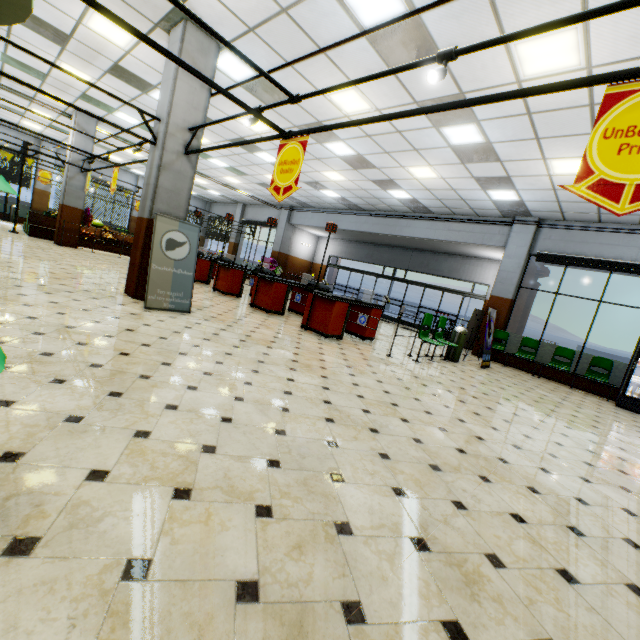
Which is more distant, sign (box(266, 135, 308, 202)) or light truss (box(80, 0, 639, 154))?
sign (box(266, 135, 308, 202))

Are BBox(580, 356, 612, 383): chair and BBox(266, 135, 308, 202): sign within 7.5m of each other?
no

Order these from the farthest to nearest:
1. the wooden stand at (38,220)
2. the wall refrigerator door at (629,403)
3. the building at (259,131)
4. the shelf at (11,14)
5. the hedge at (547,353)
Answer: the wooden stand at (38,220) < the hedge at (547,353) < the wall refrigerator door at (629,403) < the building at (259,131) < the shelf at (11,14)

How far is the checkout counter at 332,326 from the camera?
7.3 meters

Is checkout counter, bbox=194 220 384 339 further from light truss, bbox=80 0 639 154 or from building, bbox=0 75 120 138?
light truss, bbox=80 0 639 154

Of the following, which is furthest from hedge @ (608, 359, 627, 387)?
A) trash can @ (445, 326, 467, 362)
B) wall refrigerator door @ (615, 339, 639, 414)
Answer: trash can @ (445, 326, 467, 362)

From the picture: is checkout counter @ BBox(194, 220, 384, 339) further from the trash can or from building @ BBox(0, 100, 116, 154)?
the trash can

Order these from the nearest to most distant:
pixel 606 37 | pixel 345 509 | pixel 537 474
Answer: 1. pixel 345 509
2. pixel 537 474
3. pixel 606 37
